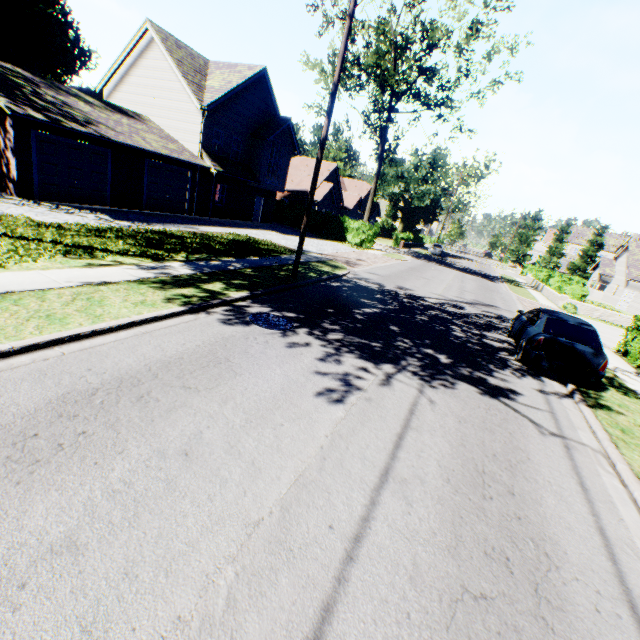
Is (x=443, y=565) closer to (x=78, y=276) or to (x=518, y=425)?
(x=518, y=425)

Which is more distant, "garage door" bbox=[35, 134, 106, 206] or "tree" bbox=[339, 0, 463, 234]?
"tree" bbox=[339, 0, 463, 234]

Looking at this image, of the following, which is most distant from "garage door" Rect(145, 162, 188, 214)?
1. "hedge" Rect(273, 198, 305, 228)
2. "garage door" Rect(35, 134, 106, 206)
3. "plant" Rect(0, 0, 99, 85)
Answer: "plant" Rect(0, 0, 99, 85)

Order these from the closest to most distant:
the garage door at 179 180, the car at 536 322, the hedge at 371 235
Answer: the car at 536 322
the garage door at 179 180
the hedge at 371 235

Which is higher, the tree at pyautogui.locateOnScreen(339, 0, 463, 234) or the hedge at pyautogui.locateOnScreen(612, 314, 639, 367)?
the tree at pyautogui.locateOnScreen(339, 0, 463, 234)

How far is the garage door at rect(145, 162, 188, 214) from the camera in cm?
1973

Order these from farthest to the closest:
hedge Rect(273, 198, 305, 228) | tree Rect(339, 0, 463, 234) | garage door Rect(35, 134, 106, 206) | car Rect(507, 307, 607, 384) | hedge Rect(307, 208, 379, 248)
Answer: hedge Rect(273, 198, 305, 228)
hedge Rect(307, 208, 379, 248)
tree Rect(339, 0, 463, 234)
garage door Rect(35, 134, 106, 206)
car Rect(507, 307, 607, 384)

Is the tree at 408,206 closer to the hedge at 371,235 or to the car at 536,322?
the hedge at 371,235
